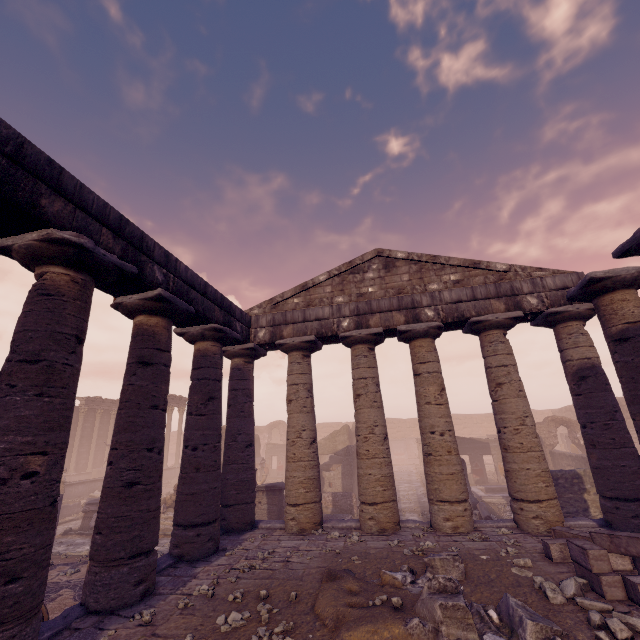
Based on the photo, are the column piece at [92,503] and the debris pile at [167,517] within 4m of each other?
yes

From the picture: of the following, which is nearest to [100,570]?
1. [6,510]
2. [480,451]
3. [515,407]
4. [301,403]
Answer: [6,510]

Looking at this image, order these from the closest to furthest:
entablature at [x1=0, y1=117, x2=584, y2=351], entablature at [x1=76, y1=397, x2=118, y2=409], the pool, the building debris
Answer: entablature at [x1=0, y1=117, x2=584, y2=351], the pool, the building debris, entablature at [x1=76, y1=397, x2=118, y2=409]

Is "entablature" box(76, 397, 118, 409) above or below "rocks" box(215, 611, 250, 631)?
above

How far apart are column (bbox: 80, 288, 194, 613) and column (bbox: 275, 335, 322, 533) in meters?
3.2

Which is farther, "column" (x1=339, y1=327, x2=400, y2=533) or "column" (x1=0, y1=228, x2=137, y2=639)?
"column" (x1=339, y1=327, x2=400, y2=533)

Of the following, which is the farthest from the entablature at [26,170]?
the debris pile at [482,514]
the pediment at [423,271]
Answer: the debris pile at [482,514]

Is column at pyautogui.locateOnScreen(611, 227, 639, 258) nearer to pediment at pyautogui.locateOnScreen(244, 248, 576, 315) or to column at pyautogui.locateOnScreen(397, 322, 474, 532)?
pediment at pyautogui.locateOnScreen(244, 248, 576, 315)
